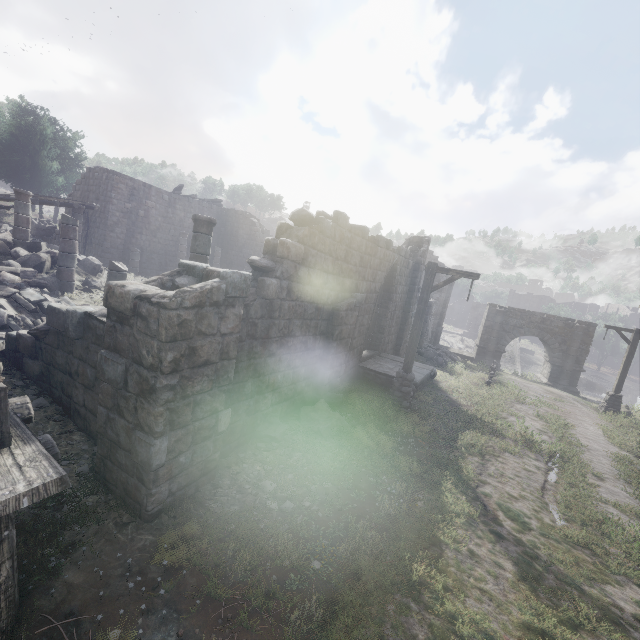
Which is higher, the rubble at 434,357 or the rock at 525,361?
the rubble at 434,357

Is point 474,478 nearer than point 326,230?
Yes

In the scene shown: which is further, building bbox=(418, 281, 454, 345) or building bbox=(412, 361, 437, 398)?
building bbox=(418, 281, 454, 345)

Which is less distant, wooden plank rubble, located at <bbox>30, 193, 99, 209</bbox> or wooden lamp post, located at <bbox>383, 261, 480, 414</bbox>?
wooden lamp post, located at <bbox>383, 261, 480, 414</bbox>

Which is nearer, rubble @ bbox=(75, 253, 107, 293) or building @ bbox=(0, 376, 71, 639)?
building @ bbox=(0, 376, 71, 639)

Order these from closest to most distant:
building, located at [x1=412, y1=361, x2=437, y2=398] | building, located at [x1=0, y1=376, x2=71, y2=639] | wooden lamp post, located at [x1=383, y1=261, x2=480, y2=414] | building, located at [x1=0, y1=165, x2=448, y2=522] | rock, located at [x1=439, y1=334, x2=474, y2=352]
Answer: building, located at [x1=0, y1=376, x2=71, y2=639] → building, located at [x1=0, y1=165, x2=448, y2=522] → wooden lamp post, located at [x1=383, y1=261, x2=480, y2=414] → building, located at [x1=412, y1=361, x2=437, y2=398] → rock, located at [x1=439, y1=334, x2=474, y2=352]

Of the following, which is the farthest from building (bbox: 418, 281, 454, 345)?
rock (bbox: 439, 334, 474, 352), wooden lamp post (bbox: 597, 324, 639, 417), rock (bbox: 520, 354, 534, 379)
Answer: rock (bbox: 439, 334, 474, 352)

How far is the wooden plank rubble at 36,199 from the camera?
15.4m
